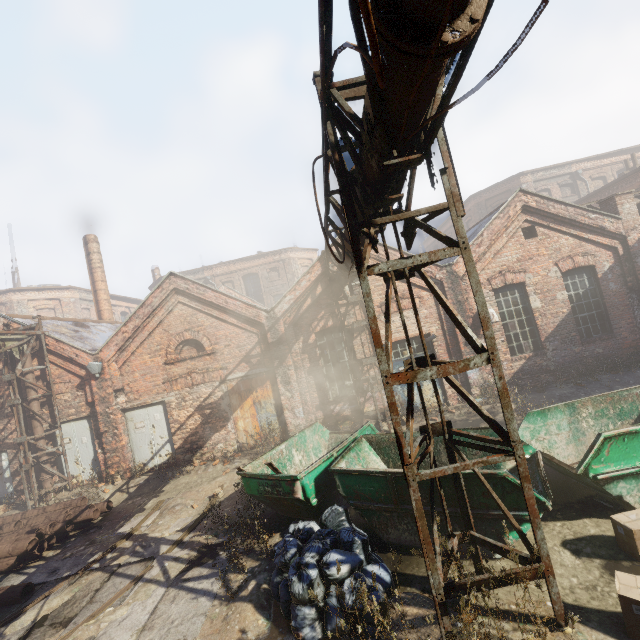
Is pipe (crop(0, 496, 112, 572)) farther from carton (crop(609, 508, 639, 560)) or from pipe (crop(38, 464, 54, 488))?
carton (crop(609, 508, 639, 560))

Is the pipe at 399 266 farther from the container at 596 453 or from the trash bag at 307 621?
the trash bag at 307 621

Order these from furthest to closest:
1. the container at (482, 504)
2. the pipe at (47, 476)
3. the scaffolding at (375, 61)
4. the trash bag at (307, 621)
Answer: the pipe at (47, 476) → the container at (482, 504) → the trash bag at (307, 621) → the scaffolding at (375, 61)

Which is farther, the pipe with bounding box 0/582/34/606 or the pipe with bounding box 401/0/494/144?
the pipe with bounding box 0/582/34/606

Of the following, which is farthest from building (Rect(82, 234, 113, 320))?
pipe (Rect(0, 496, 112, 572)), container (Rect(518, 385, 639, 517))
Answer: container (Rect(518, 385, 639, 517))

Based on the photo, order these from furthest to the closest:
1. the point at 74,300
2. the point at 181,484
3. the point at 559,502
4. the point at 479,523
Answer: the point at 74,300 < the point at 181,484 < the point at 559,502 < the point at 479,523

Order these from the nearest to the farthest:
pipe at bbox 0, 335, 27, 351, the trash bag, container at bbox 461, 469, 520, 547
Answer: the trash bag < container at bbox 461, 469, 520, 547 < pipe at bbox 0, 335, 27, 351

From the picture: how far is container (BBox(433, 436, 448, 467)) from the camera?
6.72m
